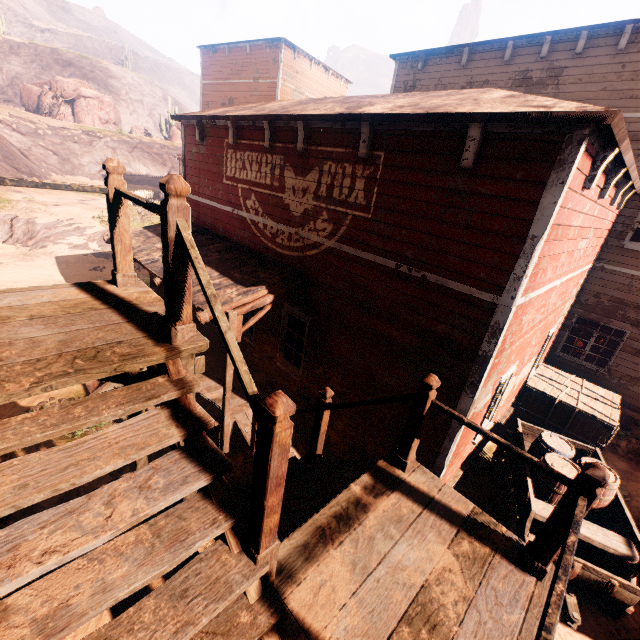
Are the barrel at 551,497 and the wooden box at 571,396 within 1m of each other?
no

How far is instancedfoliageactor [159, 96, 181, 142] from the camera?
46.8 meters

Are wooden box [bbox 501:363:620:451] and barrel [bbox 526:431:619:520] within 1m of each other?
no

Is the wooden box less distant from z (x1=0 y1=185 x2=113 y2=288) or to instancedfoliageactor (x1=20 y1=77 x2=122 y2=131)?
z (x1=0 y1=185 x2=113 y2=288)

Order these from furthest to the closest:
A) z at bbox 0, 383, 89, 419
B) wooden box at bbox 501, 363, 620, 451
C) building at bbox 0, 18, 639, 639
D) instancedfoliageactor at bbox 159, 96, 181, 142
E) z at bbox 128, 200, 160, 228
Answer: instancedfoliageactor at bbox 159, 96, 181, 142 < z at bbox 128, 200, 160, 228 < wooden box at bbox 501, 363, 620, 451 < z at bbox 0, 383, 89, 419 < building at bbox 0, 18, 639, 639

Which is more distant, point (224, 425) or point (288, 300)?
point (288, 300)

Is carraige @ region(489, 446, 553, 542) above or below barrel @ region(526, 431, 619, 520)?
below
